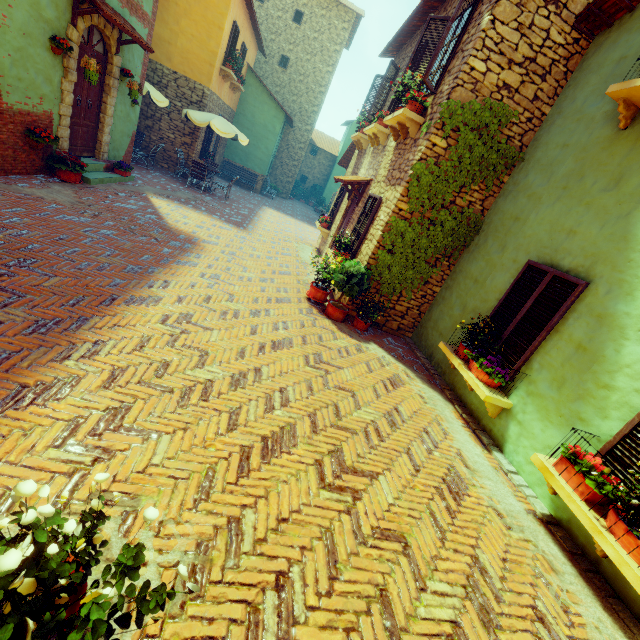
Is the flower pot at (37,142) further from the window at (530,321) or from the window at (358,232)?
the window at (358,232)

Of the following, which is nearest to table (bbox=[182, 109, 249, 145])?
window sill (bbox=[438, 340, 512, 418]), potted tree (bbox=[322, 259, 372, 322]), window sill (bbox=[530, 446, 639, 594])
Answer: potted tree (bbox=[322, 259, 372, 322])

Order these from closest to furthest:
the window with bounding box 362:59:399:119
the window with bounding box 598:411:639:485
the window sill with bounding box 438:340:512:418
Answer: the window with bounding box 598:411:639:485 < the window sill with bounding box 438:340:512:418 < the window with bounding box 362:59:399:119

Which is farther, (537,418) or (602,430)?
(537,418)

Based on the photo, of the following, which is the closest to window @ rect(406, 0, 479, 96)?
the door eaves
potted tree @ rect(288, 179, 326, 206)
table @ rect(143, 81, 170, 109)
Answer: the door eaves

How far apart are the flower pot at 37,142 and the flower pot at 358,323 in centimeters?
714cm

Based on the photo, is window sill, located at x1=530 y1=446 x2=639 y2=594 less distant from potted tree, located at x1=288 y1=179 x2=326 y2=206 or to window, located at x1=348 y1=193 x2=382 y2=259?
window, located at x1=348 y1=193 x2=382 y2=259

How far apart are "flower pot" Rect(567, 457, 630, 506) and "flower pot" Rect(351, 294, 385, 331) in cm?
400
